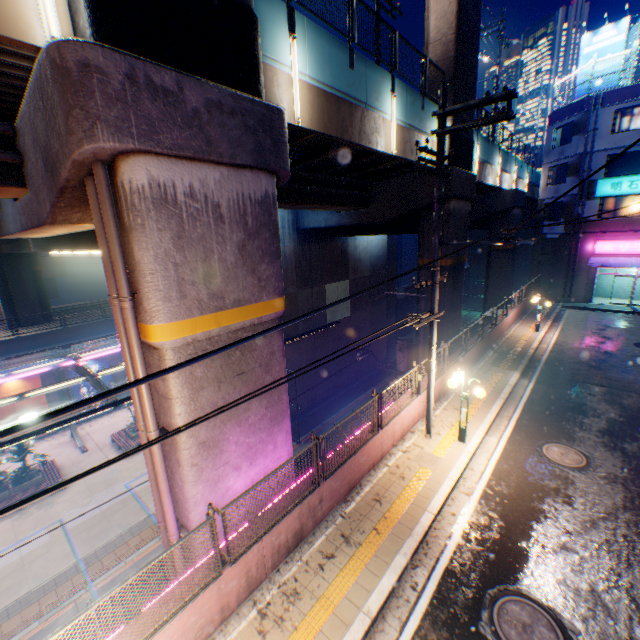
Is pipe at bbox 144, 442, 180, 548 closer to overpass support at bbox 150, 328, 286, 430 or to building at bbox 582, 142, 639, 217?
overpass support at bbox 150, 328, 286, 430

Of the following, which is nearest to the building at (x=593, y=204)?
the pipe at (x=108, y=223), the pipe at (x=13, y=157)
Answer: the pipe at (x=108, y=223)

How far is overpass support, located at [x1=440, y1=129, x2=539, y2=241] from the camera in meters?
15.0 m

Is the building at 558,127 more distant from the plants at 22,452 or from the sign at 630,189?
the plants at 22,452

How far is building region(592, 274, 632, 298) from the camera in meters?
27.4

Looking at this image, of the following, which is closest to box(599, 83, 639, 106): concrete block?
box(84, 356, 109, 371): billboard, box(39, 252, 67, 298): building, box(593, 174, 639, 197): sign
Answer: box(593, 174, 639, 197): sign

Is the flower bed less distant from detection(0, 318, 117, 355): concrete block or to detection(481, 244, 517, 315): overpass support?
detection(0, 318, 117, 355): concrete block

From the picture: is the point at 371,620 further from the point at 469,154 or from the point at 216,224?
the point at 469,154
